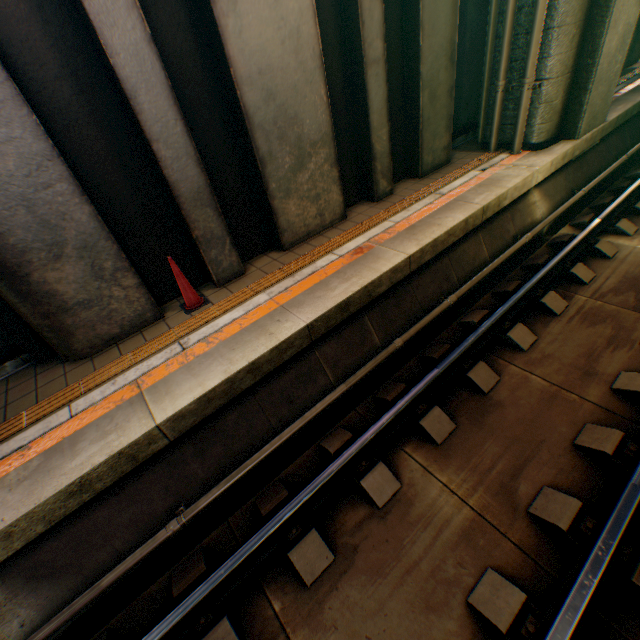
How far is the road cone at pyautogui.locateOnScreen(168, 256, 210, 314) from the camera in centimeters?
457cm

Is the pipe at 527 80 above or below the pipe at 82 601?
above

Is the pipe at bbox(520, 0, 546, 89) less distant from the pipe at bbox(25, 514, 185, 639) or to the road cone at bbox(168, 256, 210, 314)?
the pipe at bbox(25, 514, 185, 639)

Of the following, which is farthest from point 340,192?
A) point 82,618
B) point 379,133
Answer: point 82,618

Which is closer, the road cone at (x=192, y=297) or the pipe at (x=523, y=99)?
the road cone at (x=192, y=297)

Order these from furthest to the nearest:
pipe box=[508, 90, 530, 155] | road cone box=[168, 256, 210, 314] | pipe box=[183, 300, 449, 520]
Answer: pipe box=[508, 90, 530, 155] < road cone box=[168, 256, 210, 314] < pipe box=[183, 300, 449, 520]

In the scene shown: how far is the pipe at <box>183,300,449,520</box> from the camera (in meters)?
3.61

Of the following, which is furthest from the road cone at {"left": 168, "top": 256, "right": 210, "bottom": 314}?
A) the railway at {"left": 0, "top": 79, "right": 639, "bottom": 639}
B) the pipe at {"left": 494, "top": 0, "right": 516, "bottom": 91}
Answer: the pipe at {"left": 494, "top": 0, "right": 516, "bottom": 91}
